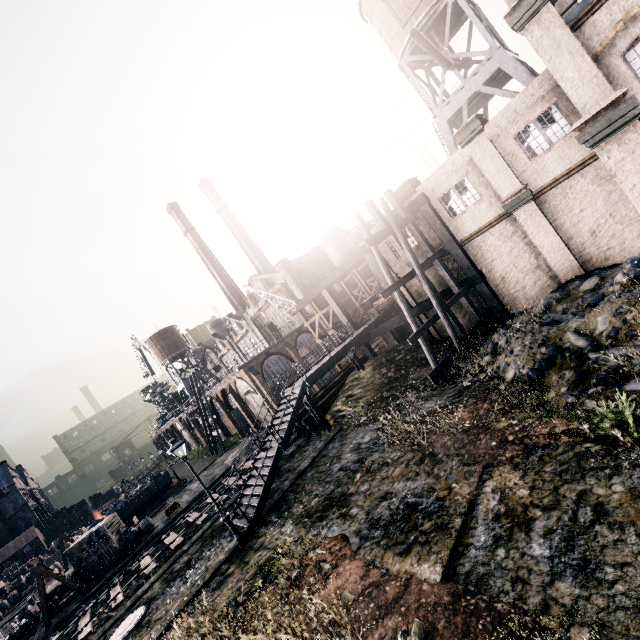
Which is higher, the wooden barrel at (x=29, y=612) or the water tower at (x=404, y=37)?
the water tower at (x=404, y=37)

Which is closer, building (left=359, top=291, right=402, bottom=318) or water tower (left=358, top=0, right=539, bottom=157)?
water tower (left=358, top=0, right=539, bottom=157)

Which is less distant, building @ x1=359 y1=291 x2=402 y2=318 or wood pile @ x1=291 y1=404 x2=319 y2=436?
wood pile @ x1=291 y1=404 x2=319 y2=436

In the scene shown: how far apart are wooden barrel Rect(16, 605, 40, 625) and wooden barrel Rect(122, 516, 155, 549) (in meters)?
8.17

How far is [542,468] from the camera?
8.4m

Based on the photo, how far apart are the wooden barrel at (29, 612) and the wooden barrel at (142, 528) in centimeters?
817cm

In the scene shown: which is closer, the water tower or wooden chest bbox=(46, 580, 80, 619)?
the water tower

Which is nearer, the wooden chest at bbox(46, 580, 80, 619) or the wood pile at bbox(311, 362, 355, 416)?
the wood pile at bbox(311, 362, 355, 416)
